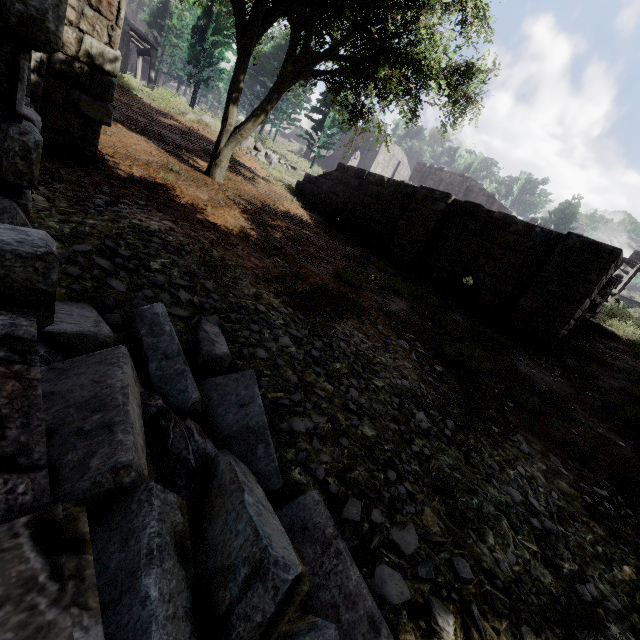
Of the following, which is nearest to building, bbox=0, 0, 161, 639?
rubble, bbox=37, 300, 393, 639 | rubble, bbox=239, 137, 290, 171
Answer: rubble, bbox=37, 300, 393, 639

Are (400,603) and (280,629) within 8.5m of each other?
yes

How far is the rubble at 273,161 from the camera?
18.4 meters

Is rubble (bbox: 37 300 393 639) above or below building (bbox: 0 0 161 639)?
below

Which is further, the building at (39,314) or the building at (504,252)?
the building at (504,252)

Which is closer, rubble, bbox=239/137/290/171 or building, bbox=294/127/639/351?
building, bbox=294/127/639/351

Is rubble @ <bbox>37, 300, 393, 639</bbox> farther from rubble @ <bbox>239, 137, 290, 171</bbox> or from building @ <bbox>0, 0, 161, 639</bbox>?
rubble @ <bbox>239, 137, 290, 171</bbox>
